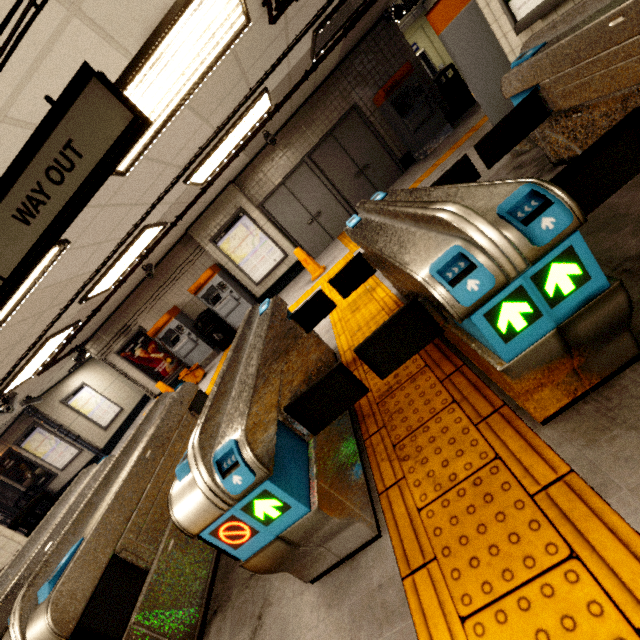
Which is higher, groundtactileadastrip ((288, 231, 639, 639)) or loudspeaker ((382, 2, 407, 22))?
loudspeaker ((382, 2, 407, 22))

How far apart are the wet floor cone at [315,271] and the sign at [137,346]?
5.40m

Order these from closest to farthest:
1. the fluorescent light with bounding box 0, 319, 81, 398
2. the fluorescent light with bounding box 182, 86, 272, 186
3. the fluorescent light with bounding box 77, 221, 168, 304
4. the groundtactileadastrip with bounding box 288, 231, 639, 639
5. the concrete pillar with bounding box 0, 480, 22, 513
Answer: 1. the groundtactileadastrip with bounding box 288, 231, 639, 639
2. the fluorescent light with bounding box 182, 86, 272, 186
3. the fluorescent light with bounding box 77, 221, 168, 304
4. the fluorescent light with bounding box 0, 319, 81, 398
5. the concrete pillar with bounding box 0, 480, 22, 513

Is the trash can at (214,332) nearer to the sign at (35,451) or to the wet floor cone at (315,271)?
→ the wet floor cone at (315,271)

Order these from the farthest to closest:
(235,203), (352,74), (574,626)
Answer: (235,203) → (352,74) → (574,626)

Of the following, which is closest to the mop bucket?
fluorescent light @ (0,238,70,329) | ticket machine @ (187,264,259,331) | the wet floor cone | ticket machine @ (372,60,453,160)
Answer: ticket machine @ (187,264,259,331)

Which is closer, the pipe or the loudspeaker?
the pipe

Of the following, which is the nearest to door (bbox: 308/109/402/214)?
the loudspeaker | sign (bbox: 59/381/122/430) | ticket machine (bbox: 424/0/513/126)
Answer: the loudspeaker
